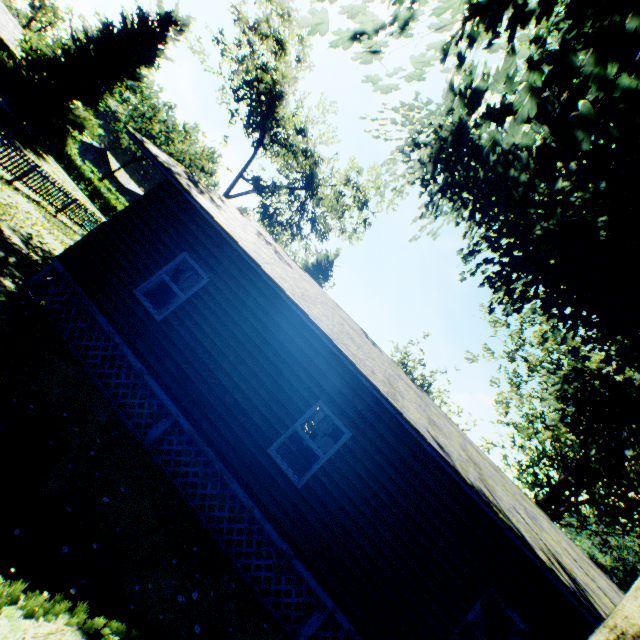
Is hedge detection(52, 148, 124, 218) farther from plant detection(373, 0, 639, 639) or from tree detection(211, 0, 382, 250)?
tree detection(211, 0, 382, 250)

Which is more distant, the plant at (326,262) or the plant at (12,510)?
the plant at (326,262)

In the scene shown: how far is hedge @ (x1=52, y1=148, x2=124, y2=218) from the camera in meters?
36.4

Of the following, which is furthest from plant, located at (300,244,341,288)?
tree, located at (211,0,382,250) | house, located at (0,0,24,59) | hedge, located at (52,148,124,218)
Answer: tree, located at (211,0,382,250)

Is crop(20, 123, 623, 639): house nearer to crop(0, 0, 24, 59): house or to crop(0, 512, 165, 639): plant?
crop(0, 512, 165, 639): plant

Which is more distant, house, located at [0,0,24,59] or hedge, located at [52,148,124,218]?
hedge, located at [52,148,124,218]

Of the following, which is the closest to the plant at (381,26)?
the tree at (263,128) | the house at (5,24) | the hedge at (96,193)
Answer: the house at (5,24)

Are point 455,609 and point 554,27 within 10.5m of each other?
no
